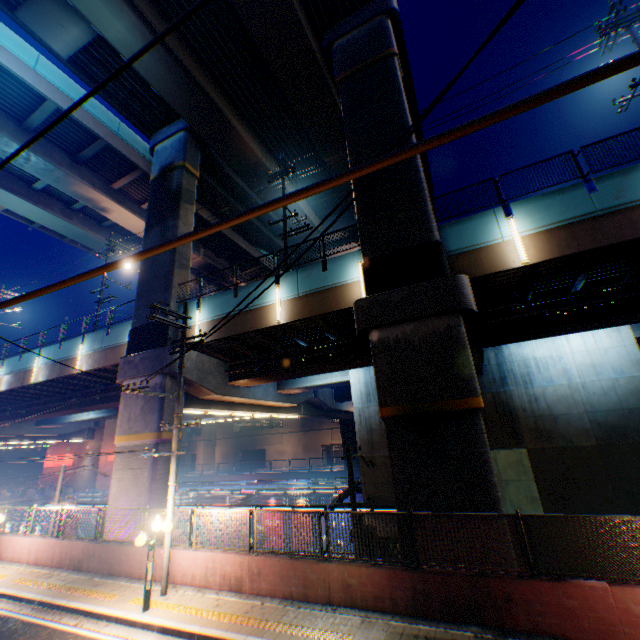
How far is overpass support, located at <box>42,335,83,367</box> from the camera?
21.1 meters

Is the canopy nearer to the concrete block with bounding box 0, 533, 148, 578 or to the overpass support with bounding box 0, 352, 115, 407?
the overpass support with bounding box 0, 352, 115, 407

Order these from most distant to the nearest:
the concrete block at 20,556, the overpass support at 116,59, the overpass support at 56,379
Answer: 1. the overpass support at 56,379
2. the overpass support at 116,59
3. the concrete block at 20,556

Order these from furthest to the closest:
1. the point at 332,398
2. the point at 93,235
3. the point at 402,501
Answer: the point at 332,398
the point at 93,235
the point at 402,501

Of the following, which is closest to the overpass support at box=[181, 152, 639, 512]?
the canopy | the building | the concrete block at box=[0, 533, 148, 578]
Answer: the concrete block at box=[0, 533, 148, 578]

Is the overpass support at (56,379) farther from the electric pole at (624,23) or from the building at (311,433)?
the building at (311,433)

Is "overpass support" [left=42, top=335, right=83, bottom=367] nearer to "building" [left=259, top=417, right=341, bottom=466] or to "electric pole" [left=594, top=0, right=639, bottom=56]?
"electric pole" [left=594, top=0, right=639, bottom=56]

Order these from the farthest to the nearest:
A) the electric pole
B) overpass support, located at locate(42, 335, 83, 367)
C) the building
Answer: the building, overpass support, located at locate(42, 335, 83, 367), the electric pole
